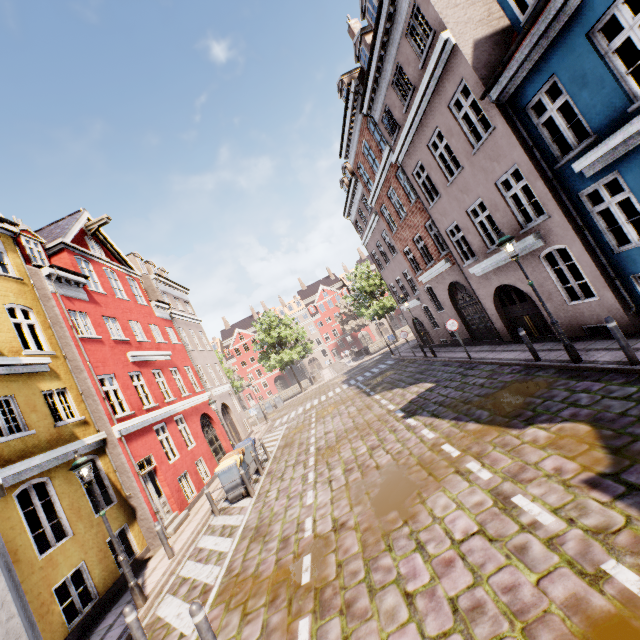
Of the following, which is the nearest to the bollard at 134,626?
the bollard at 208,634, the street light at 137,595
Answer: the bollard at 208,634

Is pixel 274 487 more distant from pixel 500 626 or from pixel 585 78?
pixel 585 78

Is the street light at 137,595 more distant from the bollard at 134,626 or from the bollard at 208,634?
the bollard at 208,634

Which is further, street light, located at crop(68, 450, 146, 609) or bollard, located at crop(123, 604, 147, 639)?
street light, located at crop(68, 450, 146, 609)

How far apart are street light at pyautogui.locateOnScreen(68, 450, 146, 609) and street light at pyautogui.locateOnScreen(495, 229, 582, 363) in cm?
1212

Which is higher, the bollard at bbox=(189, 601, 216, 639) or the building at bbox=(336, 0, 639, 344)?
the building at bbox=(336, 0, 639, 344)

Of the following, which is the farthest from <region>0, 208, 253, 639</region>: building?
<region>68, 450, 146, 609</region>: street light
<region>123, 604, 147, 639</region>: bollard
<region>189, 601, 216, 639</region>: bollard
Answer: <region>68, 450, 146, 609</region>: street light

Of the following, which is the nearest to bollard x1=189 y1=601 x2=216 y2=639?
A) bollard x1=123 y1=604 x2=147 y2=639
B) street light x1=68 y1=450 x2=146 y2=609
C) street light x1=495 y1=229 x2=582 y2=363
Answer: bollard x1=123 y1=604 x2=147 y2=639
